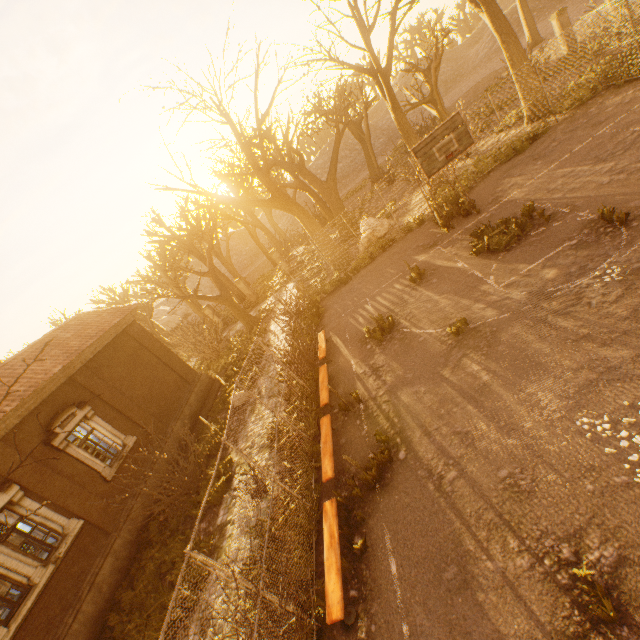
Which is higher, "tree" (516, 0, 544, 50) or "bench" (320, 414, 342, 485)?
"tree" (516, 0, 544, 50)

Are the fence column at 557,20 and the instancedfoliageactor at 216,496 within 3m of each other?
no

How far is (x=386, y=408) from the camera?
8.32m

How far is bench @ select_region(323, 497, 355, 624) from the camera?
5.1 meters

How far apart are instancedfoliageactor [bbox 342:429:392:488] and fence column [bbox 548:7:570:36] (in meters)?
28.48

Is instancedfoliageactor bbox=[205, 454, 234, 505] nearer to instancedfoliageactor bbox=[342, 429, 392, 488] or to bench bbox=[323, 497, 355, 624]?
bench bbox=[323, 497, 355, 624]

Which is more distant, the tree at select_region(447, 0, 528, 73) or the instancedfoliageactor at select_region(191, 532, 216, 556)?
the tree at select_region(447, 0, 528, 73)

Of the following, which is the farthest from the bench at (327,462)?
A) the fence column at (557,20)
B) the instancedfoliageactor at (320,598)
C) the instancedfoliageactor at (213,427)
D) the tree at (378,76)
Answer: the fence column at (557,20)
